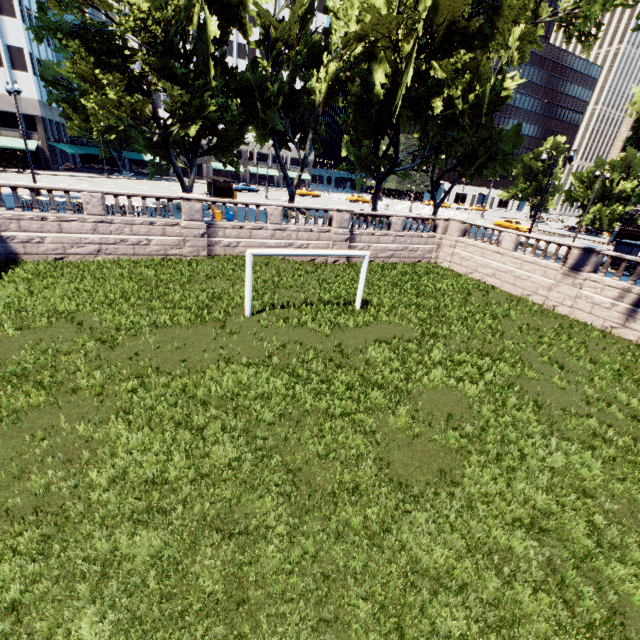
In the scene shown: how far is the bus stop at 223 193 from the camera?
35.8 meters

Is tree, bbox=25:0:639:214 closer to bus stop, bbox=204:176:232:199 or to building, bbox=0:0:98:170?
building, bbox=0:0:98:170

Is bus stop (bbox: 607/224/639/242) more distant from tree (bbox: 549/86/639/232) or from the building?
the building

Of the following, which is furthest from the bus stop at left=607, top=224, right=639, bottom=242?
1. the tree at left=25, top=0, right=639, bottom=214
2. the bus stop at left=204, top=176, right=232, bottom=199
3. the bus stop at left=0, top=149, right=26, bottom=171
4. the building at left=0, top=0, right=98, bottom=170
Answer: the bus stop at left=0, top=149, right=26, bottom=171

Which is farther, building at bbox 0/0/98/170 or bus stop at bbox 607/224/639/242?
bus stop at bbox 607/224/639/242

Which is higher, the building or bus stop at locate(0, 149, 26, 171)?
the building

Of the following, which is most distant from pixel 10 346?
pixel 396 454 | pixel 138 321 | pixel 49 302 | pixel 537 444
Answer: pixel 537 444

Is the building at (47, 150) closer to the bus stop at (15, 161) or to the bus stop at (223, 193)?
the bus stop at (15, 161)
